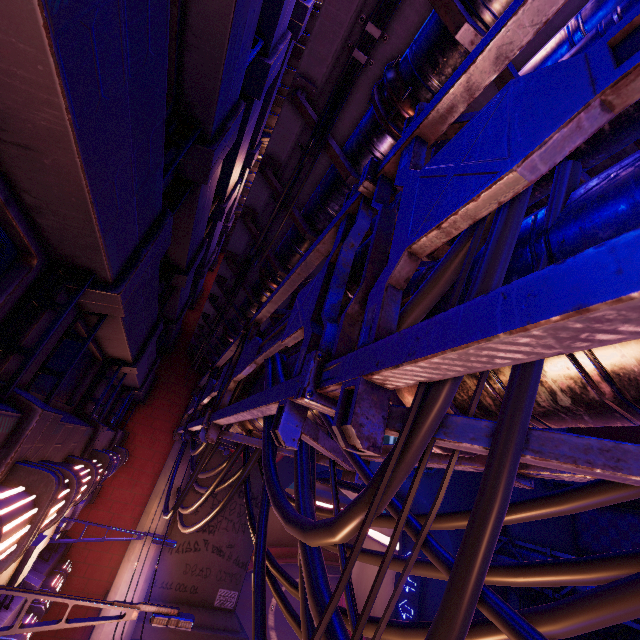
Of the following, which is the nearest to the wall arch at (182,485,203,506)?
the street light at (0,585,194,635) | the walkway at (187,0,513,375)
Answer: the walkway at (187,0,513,375)

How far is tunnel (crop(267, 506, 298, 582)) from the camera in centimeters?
4488cm

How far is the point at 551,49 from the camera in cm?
295

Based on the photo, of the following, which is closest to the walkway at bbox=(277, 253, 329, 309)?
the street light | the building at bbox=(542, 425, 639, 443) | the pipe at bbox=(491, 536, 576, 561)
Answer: the street light

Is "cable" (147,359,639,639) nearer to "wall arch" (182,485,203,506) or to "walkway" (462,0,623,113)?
"wall arch" (182,485,203,506)

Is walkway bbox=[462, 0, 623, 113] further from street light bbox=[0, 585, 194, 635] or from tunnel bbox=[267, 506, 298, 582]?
tunnel bbox=[267, 506, 298, 582]

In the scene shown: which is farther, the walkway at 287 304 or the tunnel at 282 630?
the tunnel at 282 630

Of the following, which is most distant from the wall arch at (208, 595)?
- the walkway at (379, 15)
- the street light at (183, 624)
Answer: the street light at (183, 624)
